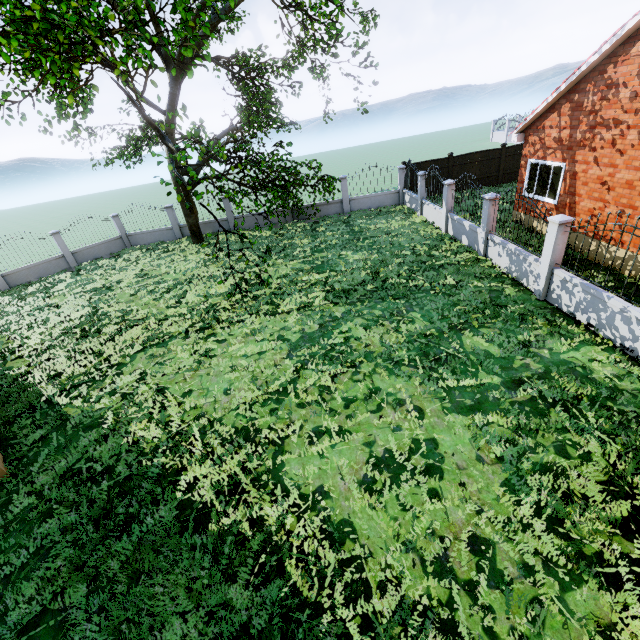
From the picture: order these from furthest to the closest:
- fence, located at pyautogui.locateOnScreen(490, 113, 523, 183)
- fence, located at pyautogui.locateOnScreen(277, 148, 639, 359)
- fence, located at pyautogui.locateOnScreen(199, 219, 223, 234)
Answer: fence, located at pyautogui.locateOnScreen(199, 219, 223, 234), fence, located at pyautogui.locateOnScreen(490, 113, 523, 183), fence, located at pyautogui.locateOnScreen(277, 148, 639, 359)

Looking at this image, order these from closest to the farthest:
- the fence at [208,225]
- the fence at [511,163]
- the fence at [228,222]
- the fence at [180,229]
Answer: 1. the fence at [180,229]
2. the fence at [511,163]
3. the fence at [228,222]
4. the fence at [208,225]

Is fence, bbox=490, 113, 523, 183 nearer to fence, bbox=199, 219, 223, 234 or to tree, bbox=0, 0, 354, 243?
fence, bbox=199, 219, 223, 234

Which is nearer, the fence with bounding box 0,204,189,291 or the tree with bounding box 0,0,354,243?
the tree with bounding box 0,0,354,243

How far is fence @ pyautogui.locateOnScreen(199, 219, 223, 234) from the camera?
21.3m

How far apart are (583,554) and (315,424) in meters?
4.6

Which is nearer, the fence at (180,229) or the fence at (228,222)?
the fence at (180,229)
